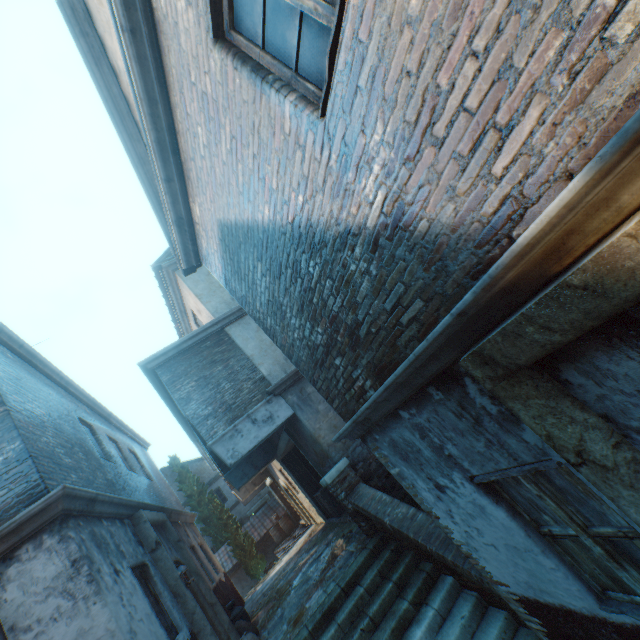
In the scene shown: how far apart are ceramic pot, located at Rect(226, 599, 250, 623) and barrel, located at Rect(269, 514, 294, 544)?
12.2 meters

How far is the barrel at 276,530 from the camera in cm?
1944

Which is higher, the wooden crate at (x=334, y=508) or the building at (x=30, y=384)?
the building at (x=30, y=384)

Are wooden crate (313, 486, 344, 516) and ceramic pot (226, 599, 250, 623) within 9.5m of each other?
yes

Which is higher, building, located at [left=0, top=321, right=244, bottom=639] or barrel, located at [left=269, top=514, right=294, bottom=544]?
building, located at [left=0, top=321, right=244, bottom=639]

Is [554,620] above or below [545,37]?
below

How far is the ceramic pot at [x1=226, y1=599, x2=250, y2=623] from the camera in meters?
8.1 m

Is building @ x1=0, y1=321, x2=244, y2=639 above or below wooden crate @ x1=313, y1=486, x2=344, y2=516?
above
